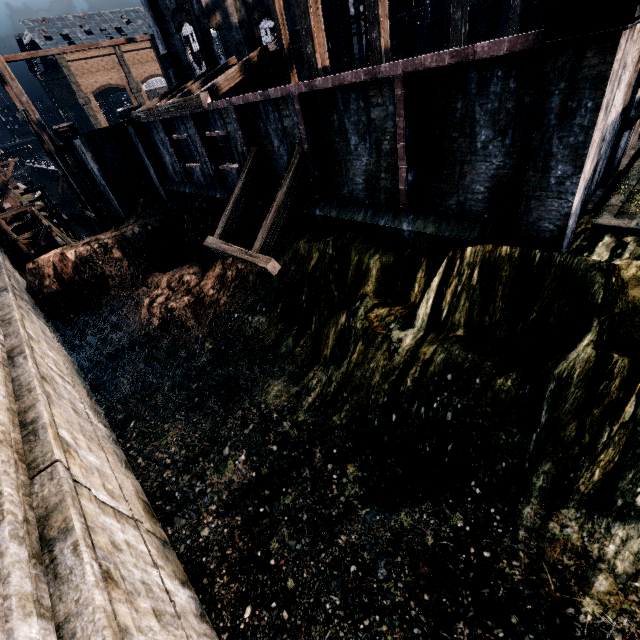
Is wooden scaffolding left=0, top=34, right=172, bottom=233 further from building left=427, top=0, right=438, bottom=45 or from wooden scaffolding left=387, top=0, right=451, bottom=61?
wooden scaffolding left=387, top=0, right=451, bottom=61

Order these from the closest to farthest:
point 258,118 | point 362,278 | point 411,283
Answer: point 411,283 < point 362,278 < point 258,118

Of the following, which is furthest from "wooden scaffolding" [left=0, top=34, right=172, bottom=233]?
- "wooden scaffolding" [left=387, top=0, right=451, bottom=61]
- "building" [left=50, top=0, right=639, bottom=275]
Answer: "wooden scaffolding" [left=387, top=0, right=451, bottom=61]

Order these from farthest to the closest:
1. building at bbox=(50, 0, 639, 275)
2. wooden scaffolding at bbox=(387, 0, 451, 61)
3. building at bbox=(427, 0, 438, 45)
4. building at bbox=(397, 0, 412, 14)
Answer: building at bbox=(397, 0, 412, 14), building at bbox=(427, 0, 438, 45), wooden scaffolding at bbox=(387, 0, 451, 61), building at bbox=(50, 0, 639, 275)

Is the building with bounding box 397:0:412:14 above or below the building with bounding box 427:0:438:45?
above

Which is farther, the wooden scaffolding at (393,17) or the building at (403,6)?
the building at (403,6)

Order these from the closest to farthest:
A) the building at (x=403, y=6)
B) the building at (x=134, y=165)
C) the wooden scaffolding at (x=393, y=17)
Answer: the building at (x=134, y=165) → the wooden scaffolding at (x=393, y=17) → the building at (x=403, y=6)
